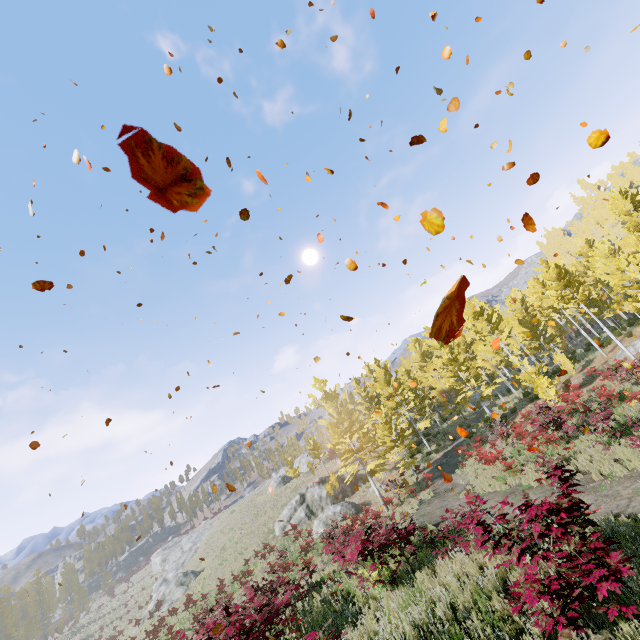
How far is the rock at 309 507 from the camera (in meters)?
26.27

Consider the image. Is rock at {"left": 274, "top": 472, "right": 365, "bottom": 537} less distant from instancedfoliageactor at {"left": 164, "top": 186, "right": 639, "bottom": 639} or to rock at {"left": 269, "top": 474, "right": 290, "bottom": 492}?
instancedfoliageactor at {"left": 164, "top": 186, "right": 639, "bottom": 639}

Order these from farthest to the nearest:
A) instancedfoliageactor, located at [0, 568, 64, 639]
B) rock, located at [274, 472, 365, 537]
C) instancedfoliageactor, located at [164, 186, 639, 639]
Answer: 1. instancedfoliageactor, located at [0, 568, 64, 639]
2. rock, located at [274, 472, 365, 537]
3. instancedfoliageactor, located at [164, 186, 639, 639]

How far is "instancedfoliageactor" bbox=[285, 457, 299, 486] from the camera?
40.2 meters

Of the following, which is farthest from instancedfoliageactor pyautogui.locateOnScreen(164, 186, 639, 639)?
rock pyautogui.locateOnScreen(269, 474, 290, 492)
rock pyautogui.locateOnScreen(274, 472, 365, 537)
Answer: rock pyautogui.locateOnScreen(269, 474, 290, 492)

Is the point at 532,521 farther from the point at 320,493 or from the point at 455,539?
the point at 320,493

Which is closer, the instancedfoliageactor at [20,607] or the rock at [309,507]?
the rock at [309,507]
